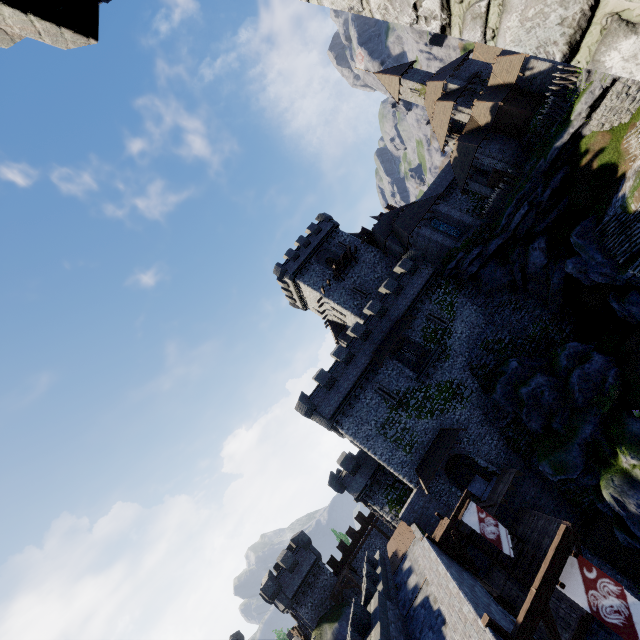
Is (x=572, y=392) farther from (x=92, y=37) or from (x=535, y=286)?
(x=92, y=37)

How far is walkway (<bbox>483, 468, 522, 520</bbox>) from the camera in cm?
2348

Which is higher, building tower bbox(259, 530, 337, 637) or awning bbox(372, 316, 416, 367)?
awning bbox(372, 316, 416, 367)

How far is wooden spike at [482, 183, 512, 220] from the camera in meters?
34.4 m

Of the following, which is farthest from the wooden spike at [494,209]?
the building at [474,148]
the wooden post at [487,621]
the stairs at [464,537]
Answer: the wooden post at [487,621]

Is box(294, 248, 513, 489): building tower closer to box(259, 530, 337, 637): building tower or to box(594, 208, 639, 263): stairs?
box(594, 208, 639, 263): stairs

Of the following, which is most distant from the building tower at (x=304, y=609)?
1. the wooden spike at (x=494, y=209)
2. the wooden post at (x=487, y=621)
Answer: the wooden spike at (x=494, y=209)

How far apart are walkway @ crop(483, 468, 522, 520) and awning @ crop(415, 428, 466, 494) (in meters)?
3.65
